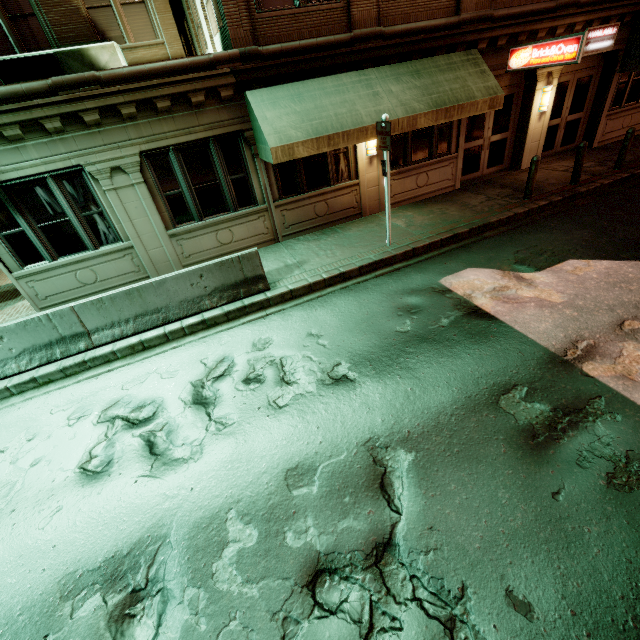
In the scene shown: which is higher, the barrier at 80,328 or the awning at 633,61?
the awning at 633,61

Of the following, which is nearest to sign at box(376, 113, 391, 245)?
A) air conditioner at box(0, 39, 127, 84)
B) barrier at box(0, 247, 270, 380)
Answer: barrier at box(0, 247, 270, 380)

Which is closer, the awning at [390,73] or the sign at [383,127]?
the sign at [383,127]

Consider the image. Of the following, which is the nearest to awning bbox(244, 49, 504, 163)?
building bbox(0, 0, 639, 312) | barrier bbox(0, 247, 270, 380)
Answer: building bbox(0, 0, 639, 312)

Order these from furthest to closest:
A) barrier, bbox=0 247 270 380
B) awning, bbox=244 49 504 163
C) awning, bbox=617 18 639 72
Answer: awning, bbox=617 18 639 72 → awning, bbox=244 49 504 163 → barrier, bbox=0 247 270 380

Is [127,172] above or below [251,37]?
below

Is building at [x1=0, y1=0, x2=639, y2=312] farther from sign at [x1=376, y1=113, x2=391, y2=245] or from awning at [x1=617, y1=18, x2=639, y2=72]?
sign at [x1=376, y1=113, x2=391, y2=245]

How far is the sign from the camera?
7.17m
